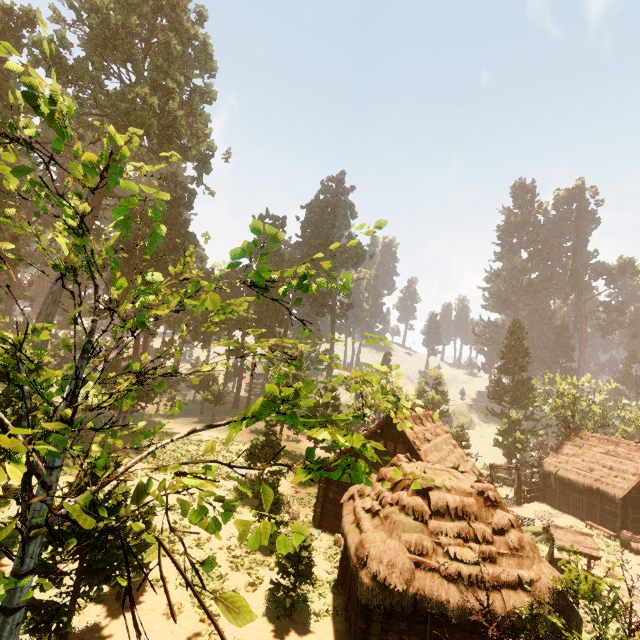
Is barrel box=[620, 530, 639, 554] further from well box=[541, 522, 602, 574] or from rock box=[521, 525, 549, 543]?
well box=[541, 522, 602, 574]

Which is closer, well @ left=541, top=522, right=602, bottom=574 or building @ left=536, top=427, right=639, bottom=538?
well @ left=541, top=522, right=602, bottom=574

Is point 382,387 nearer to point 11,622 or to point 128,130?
point 11,622

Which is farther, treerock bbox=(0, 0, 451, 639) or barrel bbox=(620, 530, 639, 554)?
barrel bbox=(620, 530, 639, 554)

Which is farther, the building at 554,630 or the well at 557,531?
the well at 557,531

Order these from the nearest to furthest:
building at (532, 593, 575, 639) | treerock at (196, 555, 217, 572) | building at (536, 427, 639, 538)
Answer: treerock at (196, 555, 217, 572)
building at (532, 593, 575, 639)
building at (536, 427, 639, 538)

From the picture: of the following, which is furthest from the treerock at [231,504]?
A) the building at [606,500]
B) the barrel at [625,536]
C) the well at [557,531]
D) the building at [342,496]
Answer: the well at [557,531]

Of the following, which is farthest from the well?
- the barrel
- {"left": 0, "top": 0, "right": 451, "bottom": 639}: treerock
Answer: the barrel
